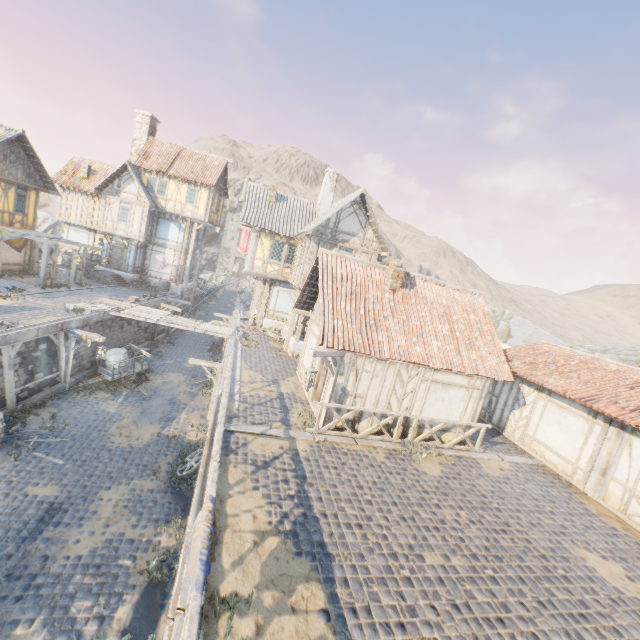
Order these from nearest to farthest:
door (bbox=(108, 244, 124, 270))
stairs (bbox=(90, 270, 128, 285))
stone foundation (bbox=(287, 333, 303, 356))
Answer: stone foundation (bbox=(287, 333, 303, 356)), stairs (bbox=(90, 270, 128, 285)), door (bbox=(108, 244, 124, 270))

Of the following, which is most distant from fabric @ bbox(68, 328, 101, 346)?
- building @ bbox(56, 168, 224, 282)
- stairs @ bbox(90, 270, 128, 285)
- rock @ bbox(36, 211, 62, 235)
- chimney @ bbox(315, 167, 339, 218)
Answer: rock @ bbox(36, 211, 62, 235)

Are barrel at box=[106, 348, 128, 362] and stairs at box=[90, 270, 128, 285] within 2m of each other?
no

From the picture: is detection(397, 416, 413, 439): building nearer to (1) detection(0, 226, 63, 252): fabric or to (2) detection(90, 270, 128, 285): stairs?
(1) detection(0, 226, 63, 252): fabric

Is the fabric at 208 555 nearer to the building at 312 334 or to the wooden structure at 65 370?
the building at 312 334

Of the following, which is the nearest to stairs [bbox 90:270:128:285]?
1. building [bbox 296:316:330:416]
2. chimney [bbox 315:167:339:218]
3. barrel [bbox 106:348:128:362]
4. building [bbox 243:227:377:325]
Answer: building [bbox 243:227:377:325]

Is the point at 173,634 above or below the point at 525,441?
below

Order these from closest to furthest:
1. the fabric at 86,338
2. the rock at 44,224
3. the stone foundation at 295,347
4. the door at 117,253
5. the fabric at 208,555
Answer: the fabric at 208,555 → the fabric at 86,338 → the stone foundation at 295,347 → the door at 117,253 → the rock at 44,224
